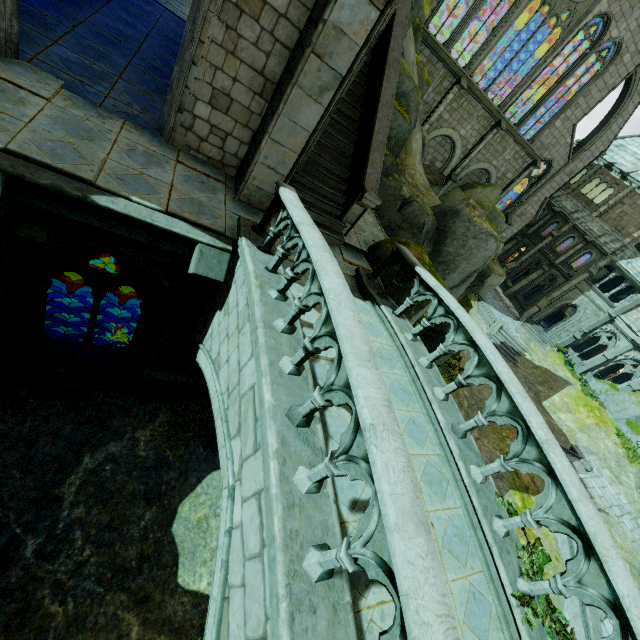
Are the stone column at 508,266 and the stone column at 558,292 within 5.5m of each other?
yes

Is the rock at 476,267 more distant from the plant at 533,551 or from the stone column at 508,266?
the stone column at 508,266

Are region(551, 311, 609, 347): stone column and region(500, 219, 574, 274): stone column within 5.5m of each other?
no

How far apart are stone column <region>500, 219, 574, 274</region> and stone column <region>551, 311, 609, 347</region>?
7.7 meters

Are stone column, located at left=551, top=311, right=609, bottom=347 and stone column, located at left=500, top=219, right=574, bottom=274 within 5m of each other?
no

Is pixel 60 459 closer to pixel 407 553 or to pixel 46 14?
pixel 407 553

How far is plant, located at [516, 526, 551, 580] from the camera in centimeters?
417cm

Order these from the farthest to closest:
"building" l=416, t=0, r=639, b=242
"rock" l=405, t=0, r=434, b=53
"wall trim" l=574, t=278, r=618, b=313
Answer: "wall trim" l=574, t=278, r=618, b=313 < "building" l=416, t=0, r=639, b=242 < "rock" l=405, t=0, r=434, b=53
